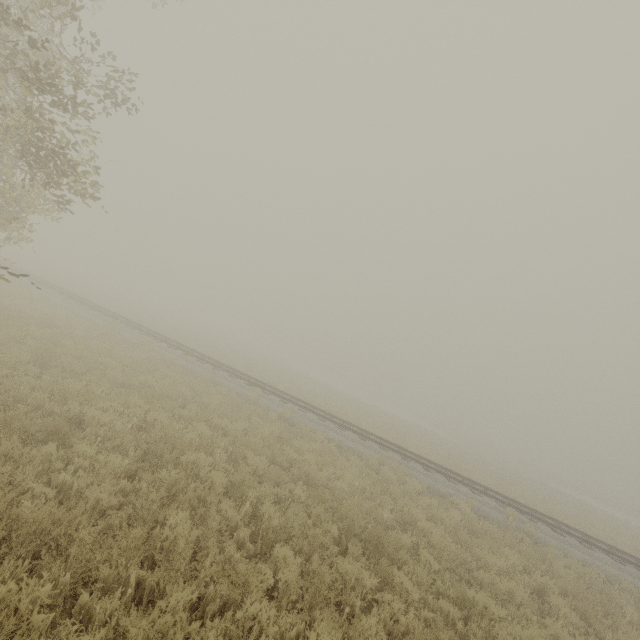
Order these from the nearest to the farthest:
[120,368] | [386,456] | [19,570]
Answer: [19,570] → [120,368] → [386,456]
